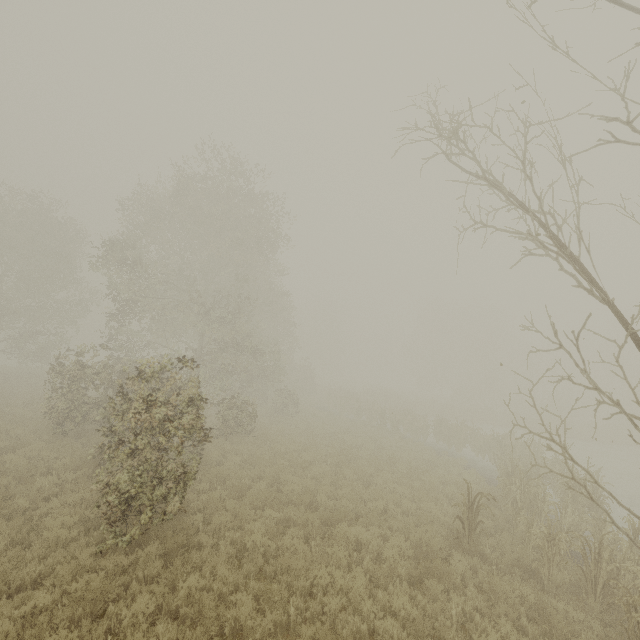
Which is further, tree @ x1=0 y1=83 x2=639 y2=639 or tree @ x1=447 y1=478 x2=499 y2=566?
tree @ x1=447 y1=478 x2=499 y2=566

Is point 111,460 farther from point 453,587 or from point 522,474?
point 522,474

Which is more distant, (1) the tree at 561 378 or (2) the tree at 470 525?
(2) the tree at 470 525

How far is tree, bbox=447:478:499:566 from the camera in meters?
8.3 m

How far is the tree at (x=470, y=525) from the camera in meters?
8.3
